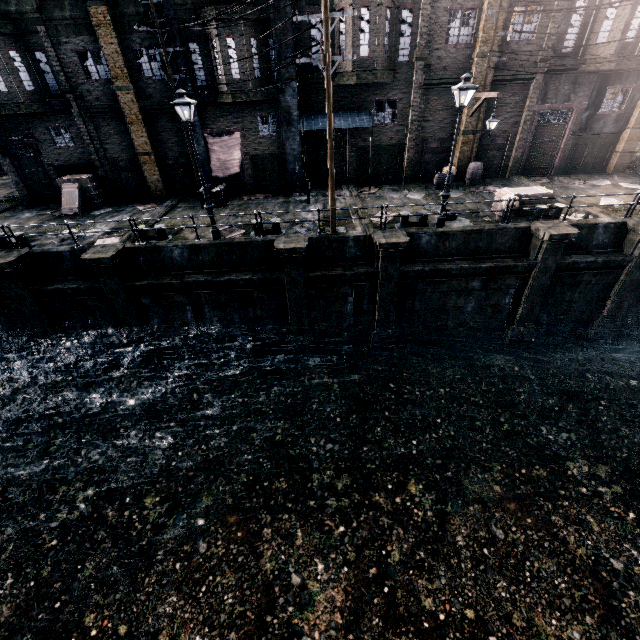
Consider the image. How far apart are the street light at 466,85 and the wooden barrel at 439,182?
7.3 meters

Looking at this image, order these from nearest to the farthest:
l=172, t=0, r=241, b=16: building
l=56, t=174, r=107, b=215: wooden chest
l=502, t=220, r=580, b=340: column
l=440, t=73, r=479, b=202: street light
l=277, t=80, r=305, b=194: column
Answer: l=440, t=73, r=479, b=202: street light
l=502, t=220, r=580, b=340: column
l=172, t=0, r=241, b=16: building
l=277, t=80, r=305, b=194: column
l=56, t=174, r=107, b=215: wooden chest

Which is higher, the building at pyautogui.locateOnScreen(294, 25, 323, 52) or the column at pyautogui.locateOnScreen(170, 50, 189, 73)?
the building at pyautogui.locateOnScreen(294, 25, 323, 52)

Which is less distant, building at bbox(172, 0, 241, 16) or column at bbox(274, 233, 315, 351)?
column at bbox(274, 233, 315, 351)

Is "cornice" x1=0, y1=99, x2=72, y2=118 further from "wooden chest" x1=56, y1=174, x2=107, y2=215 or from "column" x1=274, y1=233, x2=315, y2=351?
"column" x1=274, y1=233, x2=315, y2=351

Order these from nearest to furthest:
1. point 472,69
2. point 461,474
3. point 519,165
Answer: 1. point 461,474
2. point 472,69
3. point 519,165

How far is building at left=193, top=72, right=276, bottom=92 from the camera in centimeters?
→ 1798cm

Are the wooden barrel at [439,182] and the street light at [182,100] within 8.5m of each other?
no
